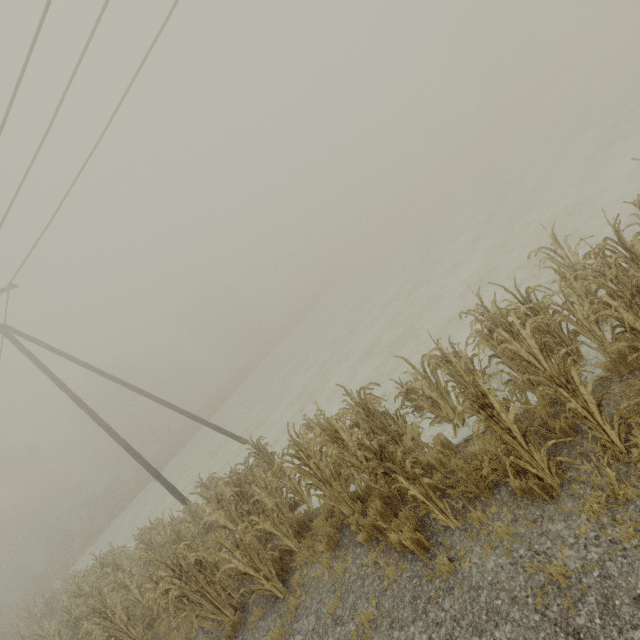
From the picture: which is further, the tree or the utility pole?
the utility pole

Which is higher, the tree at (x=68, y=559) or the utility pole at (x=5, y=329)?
the utility pole at (x=5, y=329)

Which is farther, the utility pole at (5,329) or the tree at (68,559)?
the utility pole at (5,329)

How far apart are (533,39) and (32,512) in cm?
11536

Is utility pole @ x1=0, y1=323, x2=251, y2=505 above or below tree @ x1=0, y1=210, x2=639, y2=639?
above
